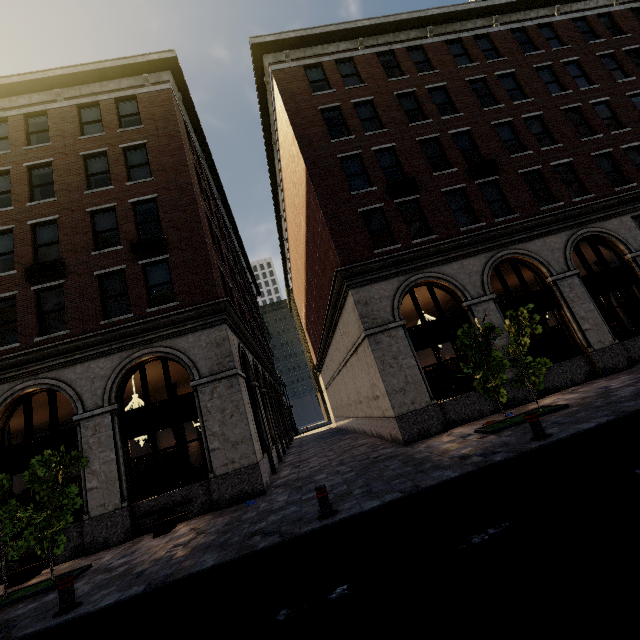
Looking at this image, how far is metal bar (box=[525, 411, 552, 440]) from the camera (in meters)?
7.04

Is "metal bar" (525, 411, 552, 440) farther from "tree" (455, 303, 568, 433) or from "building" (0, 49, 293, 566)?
"building" (0, 49, 293, 566)

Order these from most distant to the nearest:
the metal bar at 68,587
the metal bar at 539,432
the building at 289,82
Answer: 1. the building at 289,82
2. the metal bar at 539,432
3. the metal bar at 68,587

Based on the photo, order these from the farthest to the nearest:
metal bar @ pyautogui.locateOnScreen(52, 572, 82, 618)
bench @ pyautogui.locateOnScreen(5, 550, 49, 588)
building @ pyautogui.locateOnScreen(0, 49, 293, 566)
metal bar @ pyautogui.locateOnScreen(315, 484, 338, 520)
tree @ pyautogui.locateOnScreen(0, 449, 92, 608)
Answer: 1. building @ pyautogui.locateOnScreen(0, 49, 293, 566)
2. bench @ pyautogui.locateOnScreen(5, 550, 49, 588)
3. tree @ pyautogui.locateOnScreen(0, 449, 92, 608)
4. metal bar @ pyautogui.locateOnScreen(315, 484, 338, 520)
5. metal bar @ pyautogui.locateOnScreen(52, 572, 82, 618)

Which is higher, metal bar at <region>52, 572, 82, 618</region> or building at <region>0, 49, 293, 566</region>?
building at <region>0, 49, 293, 566</region>

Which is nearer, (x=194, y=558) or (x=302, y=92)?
(x=194, y=558)

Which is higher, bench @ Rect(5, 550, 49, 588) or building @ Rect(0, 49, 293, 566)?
building @ Rect(0, 49, 293, 566)

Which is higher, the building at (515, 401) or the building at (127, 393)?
the building at (127, 393)
